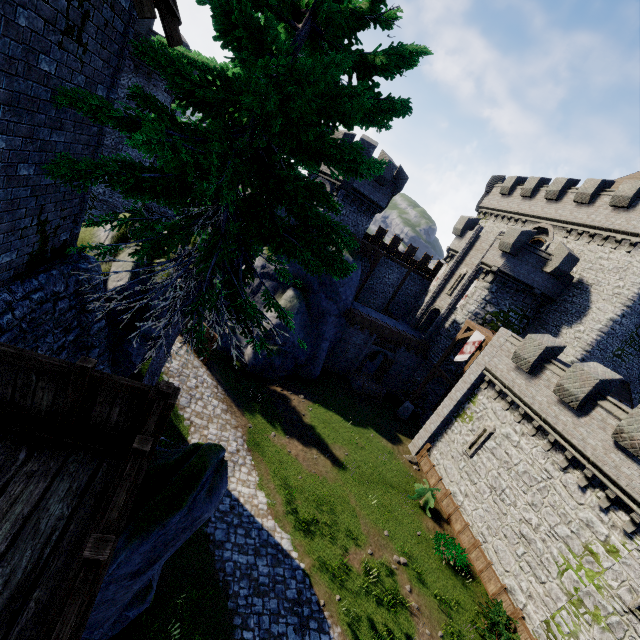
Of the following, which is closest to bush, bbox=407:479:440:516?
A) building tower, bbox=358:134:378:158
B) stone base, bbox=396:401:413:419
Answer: stone base, bbox=396:401:413:419

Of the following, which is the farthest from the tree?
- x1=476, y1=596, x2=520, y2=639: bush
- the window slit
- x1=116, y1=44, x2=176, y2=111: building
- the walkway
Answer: x1=116, y1=44, x2=176, y2=111: building

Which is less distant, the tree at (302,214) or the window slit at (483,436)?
the tree at (302,214)

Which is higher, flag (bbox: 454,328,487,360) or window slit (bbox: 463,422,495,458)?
flag (bbox: 454,328,487,360)

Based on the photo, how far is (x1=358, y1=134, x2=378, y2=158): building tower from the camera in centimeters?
2320cm

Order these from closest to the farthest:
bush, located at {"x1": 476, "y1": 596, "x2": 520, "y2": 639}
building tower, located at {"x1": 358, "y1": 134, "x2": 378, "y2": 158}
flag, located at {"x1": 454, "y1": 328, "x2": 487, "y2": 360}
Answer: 1. bush, located at {"x1": 476, "y1": 596, "x2": 520, "y2": 639}
2. flag, located at {"x1": 454, "y1": 328, "x2": 487, "y2": 360}
3. building tower, located at {"x1": 358, "y1": 134, "x2": 378, "y2": 158}

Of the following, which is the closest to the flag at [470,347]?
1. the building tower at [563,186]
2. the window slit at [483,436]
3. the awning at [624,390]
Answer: the window slit at [483,436]

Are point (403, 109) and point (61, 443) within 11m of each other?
yes
